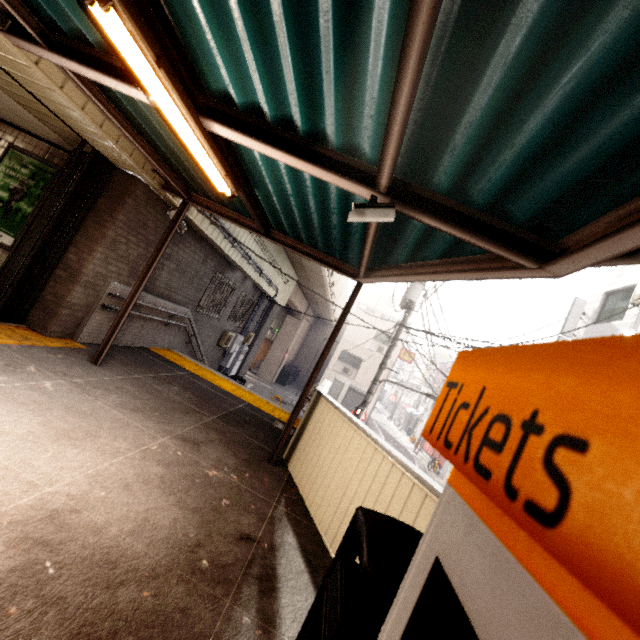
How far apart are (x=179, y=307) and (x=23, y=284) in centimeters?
341cm

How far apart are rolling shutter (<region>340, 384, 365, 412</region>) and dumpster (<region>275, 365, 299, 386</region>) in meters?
4.8

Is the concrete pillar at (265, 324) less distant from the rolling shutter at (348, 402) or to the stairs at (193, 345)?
the stairs at (193, 345)

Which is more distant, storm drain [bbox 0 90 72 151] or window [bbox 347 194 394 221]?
storm drain [bbox 0 90 72 151]

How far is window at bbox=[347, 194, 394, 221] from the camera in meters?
2.4

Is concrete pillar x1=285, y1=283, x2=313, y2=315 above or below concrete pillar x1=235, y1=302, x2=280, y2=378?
above

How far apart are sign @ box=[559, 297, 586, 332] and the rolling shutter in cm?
1568

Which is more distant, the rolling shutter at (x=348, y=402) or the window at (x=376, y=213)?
the rolling shutter at (x=348, y=402)
